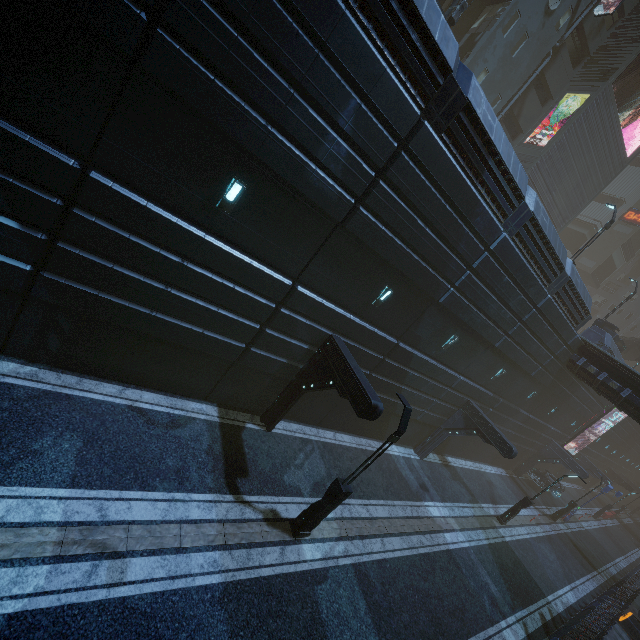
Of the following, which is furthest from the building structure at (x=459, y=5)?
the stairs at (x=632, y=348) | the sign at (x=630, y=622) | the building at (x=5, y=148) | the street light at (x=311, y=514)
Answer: the stairs at (x=632, y=348)

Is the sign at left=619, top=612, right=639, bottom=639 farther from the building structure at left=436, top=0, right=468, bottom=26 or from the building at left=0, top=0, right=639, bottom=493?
the building structure at left=436, top=0, right=468, bottom=26

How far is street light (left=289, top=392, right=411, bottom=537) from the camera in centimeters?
916cm

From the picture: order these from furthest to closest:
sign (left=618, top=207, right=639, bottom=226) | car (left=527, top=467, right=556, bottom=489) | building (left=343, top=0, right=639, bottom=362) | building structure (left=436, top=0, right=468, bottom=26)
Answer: sign (left=618, top=207, right=639, bottom=226)
car (left=527, top=467, right=556, bottom=489)
building structure (left=436, top=0, right=468, bottom=26)
building (left=343, top=0, right=639, bottom=362)

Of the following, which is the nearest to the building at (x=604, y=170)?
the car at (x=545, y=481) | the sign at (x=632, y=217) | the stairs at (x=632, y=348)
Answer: the sign at (x=632, y=217)

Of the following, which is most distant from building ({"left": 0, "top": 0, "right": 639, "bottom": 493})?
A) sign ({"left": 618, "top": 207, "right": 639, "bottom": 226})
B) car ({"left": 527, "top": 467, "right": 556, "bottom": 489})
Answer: car ({"left": 527, "top": 467, "right": 556, "bottom": 489})

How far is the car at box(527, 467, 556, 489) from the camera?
30.39m

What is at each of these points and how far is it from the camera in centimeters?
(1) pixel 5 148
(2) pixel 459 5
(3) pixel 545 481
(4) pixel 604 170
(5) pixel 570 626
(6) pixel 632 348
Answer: (1) building, 632cm
(2) building structure, 1656cm
(3) car, 3058cm
(4) building, 2789cm
(5) building, 1420cm
(6) stairs, 3716cm
